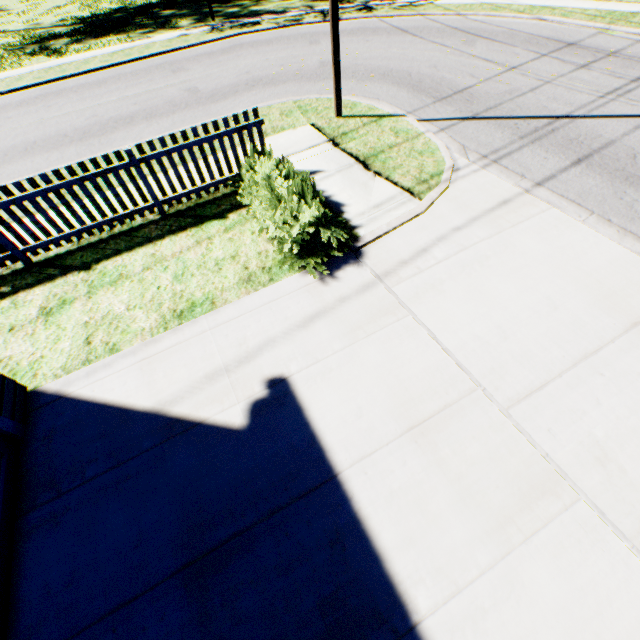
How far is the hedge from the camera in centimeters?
487cm

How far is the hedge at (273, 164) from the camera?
4.9m

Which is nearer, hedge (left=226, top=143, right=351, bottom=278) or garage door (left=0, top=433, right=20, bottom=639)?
garage door (left=0, top=433, right=20, bottom=639)

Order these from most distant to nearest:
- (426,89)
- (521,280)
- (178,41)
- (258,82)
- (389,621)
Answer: (178,41) < (258,82) < (426,89) < (521,280) < (389,621)

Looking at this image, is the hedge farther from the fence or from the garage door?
the garage door

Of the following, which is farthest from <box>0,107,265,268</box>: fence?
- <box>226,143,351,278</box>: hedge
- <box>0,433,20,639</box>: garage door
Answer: <box>0,433,20,639</box>: garage door

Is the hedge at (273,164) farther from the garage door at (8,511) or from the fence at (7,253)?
the garage door at (8,511)
